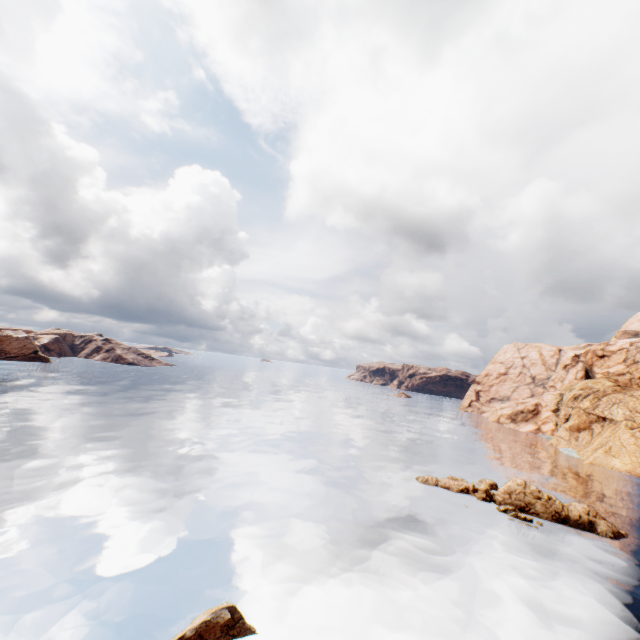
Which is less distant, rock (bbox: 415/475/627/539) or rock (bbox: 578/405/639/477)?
rock (bbox: 415/475/627/539)

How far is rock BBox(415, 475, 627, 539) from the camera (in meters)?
28.12

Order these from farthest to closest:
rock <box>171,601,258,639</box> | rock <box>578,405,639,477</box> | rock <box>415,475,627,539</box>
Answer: rock <box>578,405,639,477</box>
rock <box>415,475,627,539</box>
rock <box>171,601,258,639</box>

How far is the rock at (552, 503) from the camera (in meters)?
28.12

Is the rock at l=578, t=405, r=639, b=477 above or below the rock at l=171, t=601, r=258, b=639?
above

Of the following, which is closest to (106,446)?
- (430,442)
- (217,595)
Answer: (217,595)

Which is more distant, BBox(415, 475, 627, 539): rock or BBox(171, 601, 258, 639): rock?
BBox(415, 475, 627, 539): rock

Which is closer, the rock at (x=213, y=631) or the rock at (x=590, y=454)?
the rock at (x=213, y=631)
